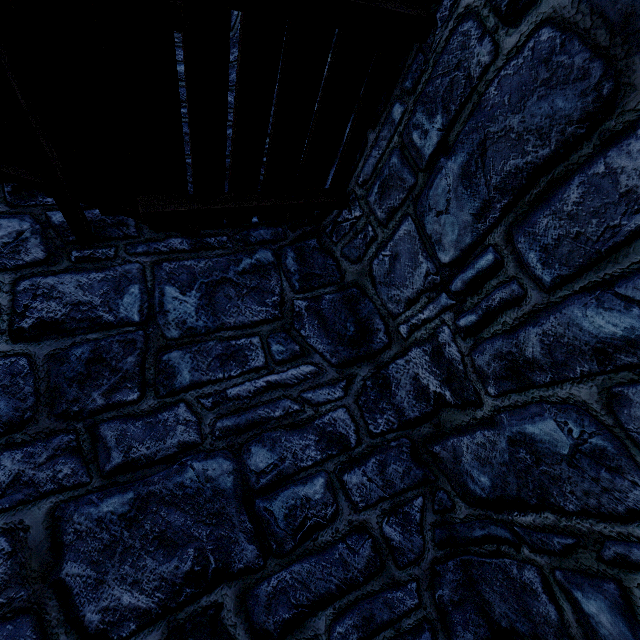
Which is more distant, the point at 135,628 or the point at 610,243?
the point at 135,628
